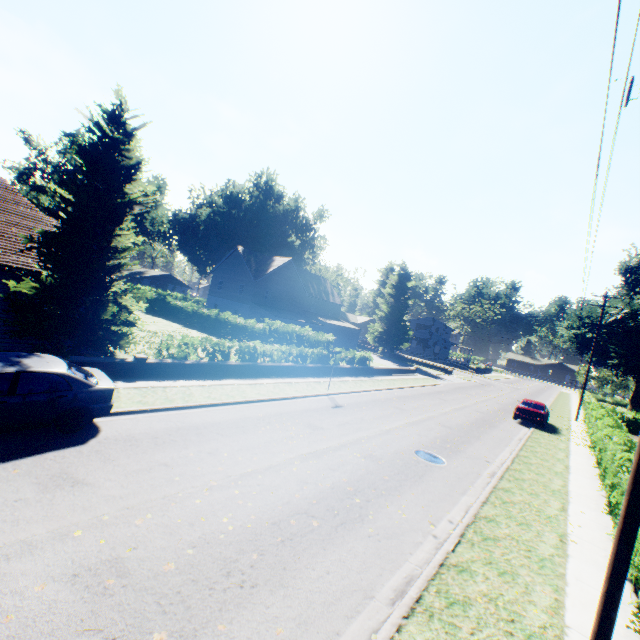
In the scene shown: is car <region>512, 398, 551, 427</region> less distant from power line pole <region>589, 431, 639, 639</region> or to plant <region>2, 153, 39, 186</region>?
power line pole <region>589, 431, 639, 639</region>

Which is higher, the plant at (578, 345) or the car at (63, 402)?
the plant at (578, 345)

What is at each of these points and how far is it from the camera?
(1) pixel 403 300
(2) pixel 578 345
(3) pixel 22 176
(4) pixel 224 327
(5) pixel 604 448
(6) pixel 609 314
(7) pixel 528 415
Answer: (1) plant, 53.3m
(2) plant, 49.9m
(3) plant, 59.2m
(4) hedge, 31.8m
(5) hedge, 14.4m
(6) plant, 41.0m
(7) car, 22.1m

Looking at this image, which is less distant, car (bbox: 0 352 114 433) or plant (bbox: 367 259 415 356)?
car (bbox: 0 352 114 433)

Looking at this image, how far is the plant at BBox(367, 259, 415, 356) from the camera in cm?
5175

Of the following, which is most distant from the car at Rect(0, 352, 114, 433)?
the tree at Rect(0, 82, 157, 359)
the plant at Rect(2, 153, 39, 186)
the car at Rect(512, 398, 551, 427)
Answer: the plant at Rect(2, 153, 39, 186)

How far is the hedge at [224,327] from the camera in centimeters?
1645cm

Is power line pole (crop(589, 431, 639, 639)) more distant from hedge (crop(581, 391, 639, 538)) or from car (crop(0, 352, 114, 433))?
car (crop(0, 352, 114, 433))
